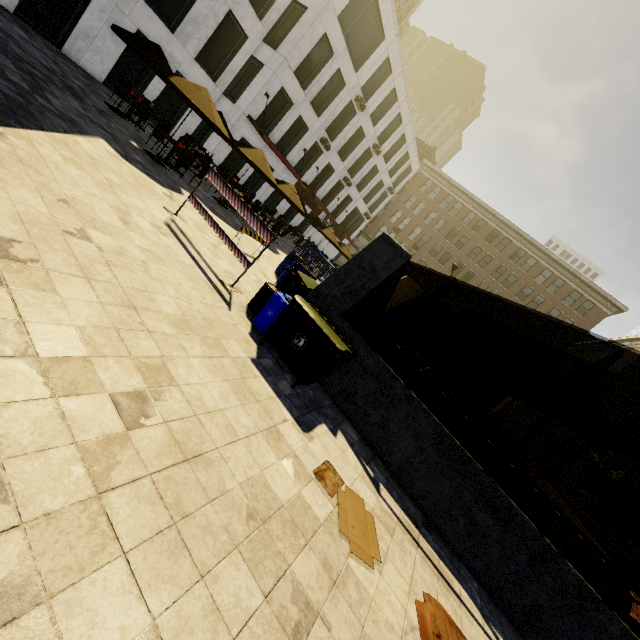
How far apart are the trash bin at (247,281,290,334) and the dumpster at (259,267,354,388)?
0.1 meters

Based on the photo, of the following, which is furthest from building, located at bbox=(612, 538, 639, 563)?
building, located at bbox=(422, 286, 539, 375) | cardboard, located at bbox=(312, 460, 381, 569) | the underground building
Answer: cardboard, located at bbox=(312, 460, 381, 569)

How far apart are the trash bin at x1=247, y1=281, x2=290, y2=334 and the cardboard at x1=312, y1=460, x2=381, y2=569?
2.8 meters

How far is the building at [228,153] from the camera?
20.9 meters

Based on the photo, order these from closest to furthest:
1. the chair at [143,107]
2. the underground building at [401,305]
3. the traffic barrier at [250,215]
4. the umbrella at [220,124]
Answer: the underground building at [401,305] → the traffic barrier at [250,215] → the umbrella at [220,124] → the chair at [143,107]

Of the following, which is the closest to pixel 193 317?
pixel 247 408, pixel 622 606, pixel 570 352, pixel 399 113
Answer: pixel 247 408

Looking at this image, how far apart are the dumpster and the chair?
12.00m

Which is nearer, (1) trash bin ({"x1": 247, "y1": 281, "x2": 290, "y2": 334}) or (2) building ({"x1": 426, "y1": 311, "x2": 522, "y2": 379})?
(1) trash bin ({"x1": 247, "y1": 281, "x2": 290, "y2": 334})
